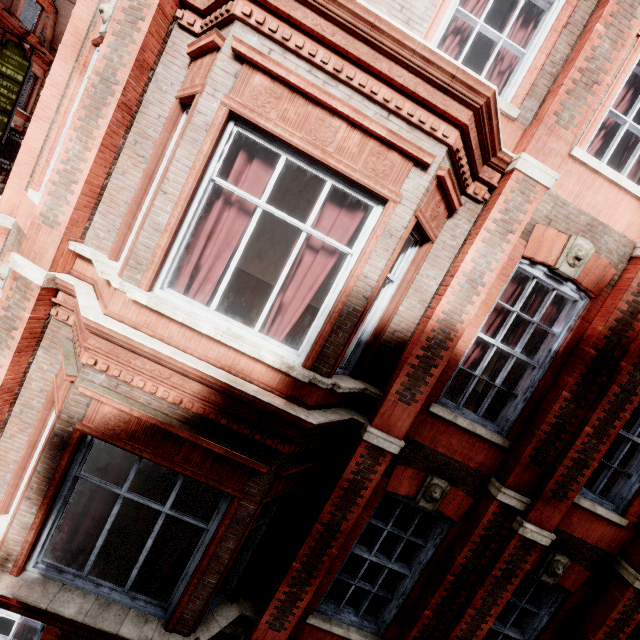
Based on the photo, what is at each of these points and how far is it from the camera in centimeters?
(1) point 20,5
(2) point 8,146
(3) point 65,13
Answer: (1) roof window, 1670cm
(2) sign, 1817cm
(3) chimney, 2042cm

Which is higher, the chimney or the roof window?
the chimney

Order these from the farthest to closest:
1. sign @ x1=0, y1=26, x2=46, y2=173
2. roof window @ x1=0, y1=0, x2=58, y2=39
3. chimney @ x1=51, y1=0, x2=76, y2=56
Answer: chimney @ x1=51, y1=0, x2=76, y2=56, roof window @ x1=0, y1=0, x2=58, y2=39, sign @ x1=0, y1=26, x2=46, y2=173

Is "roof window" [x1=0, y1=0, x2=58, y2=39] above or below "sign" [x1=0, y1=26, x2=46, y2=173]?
above

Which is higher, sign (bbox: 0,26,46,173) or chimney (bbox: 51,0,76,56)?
chimney (bbox: 51,0,76,56)

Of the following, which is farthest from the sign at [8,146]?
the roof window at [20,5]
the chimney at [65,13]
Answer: the chimney at [65,13]

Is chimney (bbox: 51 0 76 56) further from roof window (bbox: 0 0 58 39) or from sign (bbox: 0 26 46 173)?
sign (bbox: 0 26 46 173)
